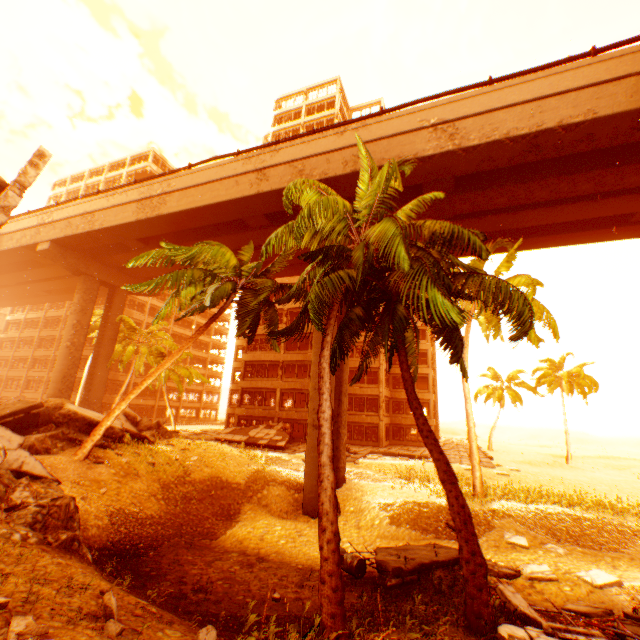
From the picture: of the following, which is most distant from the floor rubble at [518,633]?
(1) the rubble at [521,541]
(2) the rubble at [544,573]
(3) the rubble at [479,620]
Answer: (1) the rubble at [521,541]

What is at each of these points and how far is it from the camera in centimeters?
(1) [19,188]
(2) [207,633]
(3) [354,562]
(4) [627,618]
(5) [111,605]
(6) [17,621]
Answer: (1) pillar, 1480cm
(2) rubble, 524cm
(3) metal barrel, 979cm
(4) rubble, 715cm
(5) rubble, 489cm
(6) rubble, 410cm

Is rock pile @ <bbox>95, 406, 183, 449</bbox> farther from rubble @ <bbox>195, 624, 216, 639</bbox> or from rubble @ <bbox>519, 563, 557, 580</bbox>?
rubble @ <bbox>519, 563, 557, 580</bbox>

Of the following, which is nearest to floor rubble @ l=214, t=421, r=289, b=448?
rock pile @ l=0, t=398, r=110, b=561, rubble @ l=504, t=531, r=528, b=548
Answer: rock pile @ l=0, t=398, r=110, b=561

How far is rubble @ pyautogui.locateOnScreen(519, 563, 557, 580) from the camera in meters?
10.6 m

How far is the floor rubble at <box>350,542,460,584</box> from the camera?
9.0m

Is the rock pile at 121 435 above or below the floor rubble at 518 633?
above
